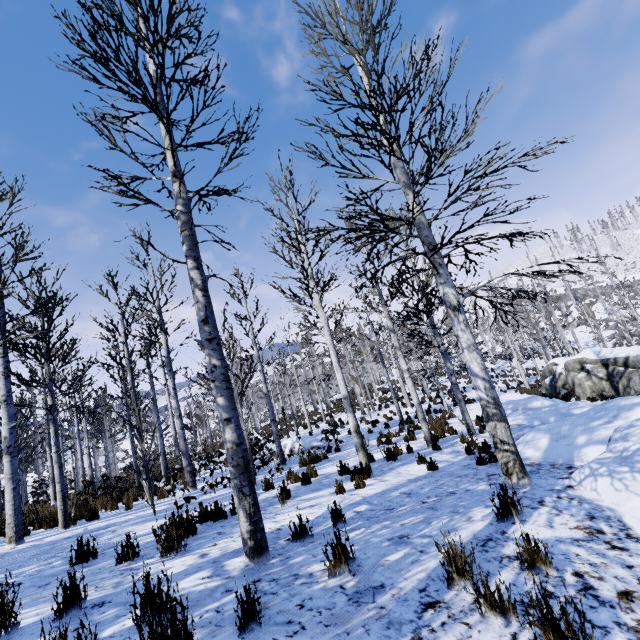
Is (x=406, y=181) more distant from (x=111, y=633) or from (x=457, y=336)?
(x=111, y=633)

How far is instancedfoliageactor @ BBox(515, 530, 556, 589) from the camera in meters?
2.7

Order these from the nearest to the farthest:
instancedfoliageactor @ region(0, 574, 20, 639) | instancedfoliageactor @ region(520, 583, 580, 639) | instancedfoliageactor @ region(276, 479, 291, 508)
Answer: instancedfoliageactor @ region(520, 583, 580, 639) < instancedfoliageactor @ region(0, 574, 20, 639) < instancedfoliageactor @ region(276, 479, 291, 508)

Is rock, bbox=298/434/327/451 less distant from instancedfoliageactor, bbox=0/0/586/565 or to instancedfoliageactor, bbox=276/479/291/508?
instancedfoliageactor, bbox=0/0/586/565

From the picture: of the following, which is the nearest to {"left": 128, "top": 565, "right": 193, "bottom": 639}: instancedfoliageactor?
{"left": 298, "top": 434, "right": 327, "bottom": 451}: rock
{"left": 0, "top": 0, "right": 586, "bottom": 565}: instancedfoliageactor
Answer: {"left": 0, "top": 0, "right": 586, "bottom": 565}: instancedfoliageactor

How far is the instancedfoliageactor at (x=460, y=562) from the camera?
2.2 meters

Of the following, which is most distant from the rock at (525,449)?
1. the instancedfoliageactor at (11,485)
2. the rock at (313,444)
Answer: the rock at (313,444)

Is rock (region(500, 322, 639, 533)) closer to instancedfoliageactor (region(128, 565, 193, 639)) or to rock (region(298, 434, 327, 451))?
instancedfoliageactor (region(128, 565, 193, 639))
